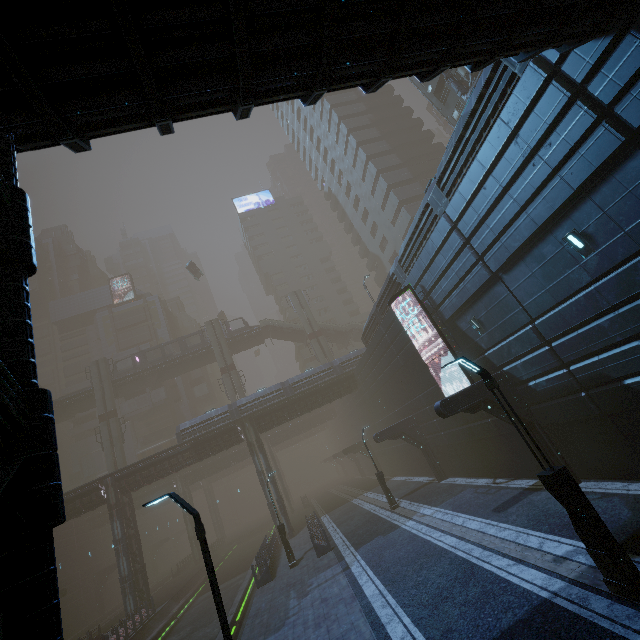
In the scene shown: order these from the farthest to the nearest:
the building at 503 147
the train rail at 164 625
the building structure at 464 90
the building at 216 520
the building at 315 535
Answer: the building at 216 520 < the building structure at 464 90 < the train rail at 164 625 < the building at 315 535 < the building at 503 147

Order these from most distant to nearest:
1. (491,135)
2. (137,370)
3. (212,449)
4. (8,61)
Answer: (137,370) → (212,449) → (491,135) → (8,61)

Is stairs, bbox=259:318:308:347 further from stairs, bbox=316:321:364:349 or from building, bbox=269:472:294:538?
building, bbox=269:472:294:538

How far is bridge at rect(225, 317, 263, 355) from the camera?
51.1m

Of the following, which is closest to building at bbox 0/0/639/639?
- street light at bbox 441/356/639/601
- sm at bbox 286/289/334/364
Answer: sm at bbox 286/289/334/364

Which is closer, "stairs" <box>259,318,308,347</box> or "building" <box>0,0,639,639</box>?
"building" <box>0,0,639,639</box>

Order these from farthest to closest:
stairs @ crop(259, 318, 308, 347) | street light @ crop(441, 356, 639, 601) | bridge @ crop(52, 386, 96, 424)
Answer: stairs @ crop(259, 318, 308, 347), bridge @ crop(52, 386, 96, 424), street light @ crop(441, 356, 639, 601)

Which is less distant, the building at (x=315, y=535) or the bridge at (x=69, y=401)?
the building at (x=315, y=535)
